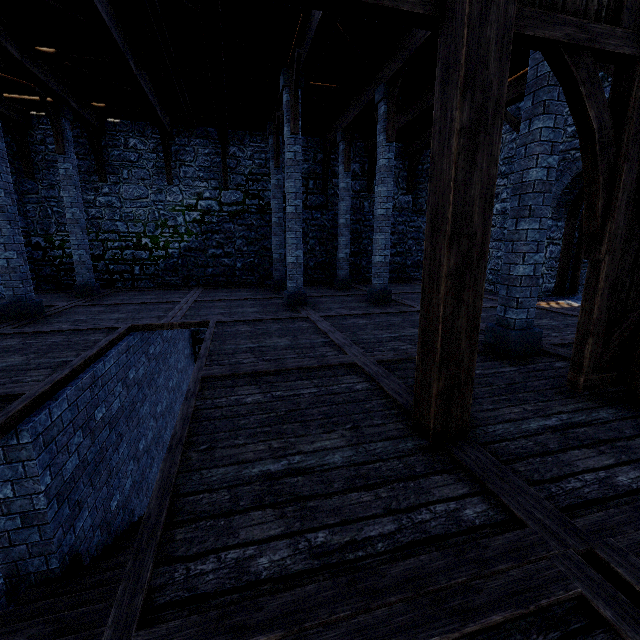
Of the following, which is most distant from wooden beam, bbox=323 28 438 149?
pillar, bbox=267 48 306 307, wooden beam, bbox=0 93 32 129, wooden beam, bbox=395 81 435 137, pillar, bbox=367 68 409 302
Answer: wooden beam, bbox=0 93 32 129

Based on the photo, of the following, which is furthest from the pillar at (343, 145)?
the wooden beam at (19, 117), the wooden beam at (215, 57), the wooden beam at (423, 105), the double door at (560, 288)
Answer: the wooden beam at (19, 117)

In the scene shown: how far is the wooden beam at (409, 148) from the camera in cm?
1229

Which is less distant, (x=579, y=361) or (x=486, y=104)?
A: (x=486, y=104)

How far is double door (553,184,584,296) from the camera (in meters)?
9.10

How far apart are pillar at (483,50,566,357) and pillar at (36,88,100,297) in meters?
10.4

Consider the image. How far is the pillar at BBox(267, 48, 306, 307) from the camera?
7.3 meters

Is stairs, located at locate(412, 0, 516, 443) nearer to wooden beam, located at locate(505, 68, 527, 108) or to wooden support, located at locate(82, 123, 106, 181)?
wooden beam, located at locate(505, 68, 527, 108)
